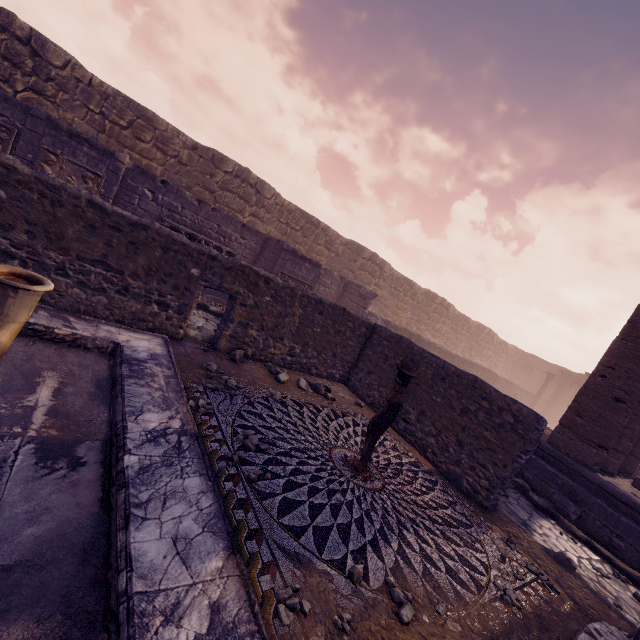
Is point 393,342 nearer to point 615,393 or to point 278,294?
point 278,294

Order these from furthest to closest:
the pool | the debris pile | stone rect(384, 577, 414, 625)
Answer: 1. the debris pile
2. stone rect(384, 577, 414, 625)
3. the pool

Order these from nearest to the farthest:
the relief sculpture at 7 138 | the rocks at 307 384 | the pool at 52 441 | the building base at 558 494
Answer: the pool at 52 441 → the building base at 558 494 → the rocks at 307 384 → the relief sculpture at 7 138

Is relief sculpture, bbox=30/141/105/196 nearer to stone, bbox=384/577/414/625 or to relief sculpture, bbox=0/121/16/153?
relief sculpture, bbox=0/121/16/153

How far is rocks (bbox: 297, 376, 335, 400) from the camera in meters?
6.9

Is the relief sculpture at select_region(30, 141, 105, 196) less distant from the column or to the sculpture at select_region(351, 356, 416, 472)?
the sculpture at select_region(351, 356, 416, 472)

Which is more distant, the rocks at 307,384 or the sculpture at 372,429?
the rocks at 307,384

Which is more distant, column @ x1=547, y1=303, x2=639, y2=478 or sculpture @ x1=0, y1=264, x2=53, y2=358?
column @ x1=547, y1=303, x2=639, y2=478
